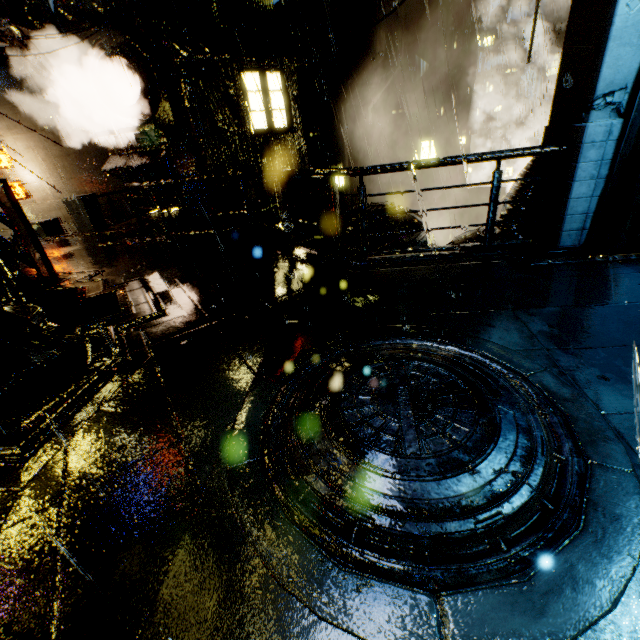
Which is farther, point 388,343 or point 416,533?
point 388,343

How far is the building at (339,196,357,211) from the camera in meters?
22.1

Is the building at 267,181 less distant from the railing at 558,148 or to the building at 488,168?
the railing at 558,148

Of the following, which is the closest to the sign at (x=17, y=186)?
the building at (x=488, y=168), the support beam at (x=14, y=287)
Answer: the support beam at (x=14, y=287)

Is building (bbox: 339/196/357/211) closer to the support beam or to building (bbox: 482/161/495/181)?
the support beam

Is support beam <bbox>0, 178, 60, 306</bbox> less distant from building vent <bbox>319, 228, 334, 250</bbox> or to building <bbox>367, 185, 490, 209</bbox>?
building <bbox>367, 185, 490, 209</bbox>

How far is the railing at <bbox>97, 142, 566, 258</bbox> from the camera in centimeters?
518cm

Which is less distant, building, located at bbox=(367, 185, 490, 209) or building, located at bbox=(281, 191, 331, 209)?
building, located at bbox=(281, 191, 331, 209)
